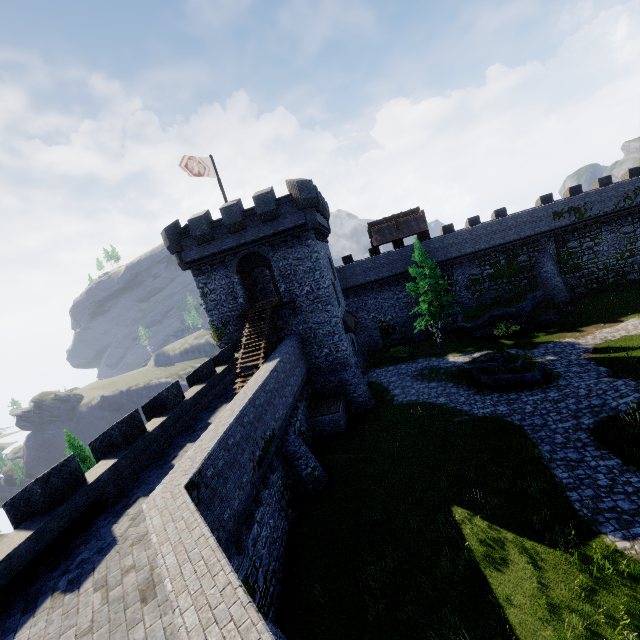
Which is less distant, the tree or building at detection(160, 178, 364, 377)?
building at detection(160, 178, 364, 377)

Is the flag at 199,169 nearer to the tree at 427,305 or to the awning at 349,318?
the awning at 349,318

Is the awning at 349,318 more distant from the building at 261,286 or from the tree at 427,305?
the tree at 427,305

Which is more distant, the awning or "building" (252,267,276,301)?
"building" (252,267,276,301)

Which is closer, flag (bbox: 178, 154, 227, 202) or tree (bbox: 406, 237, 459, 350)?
flag (bbox: 178, 154, 227, 202)

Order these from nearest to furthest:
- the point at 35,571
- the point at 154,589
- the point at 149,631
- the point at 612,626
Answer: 1. the point at 149,631
2. the point at 154,589
3. the point at 35,571
4. the point at 612,626

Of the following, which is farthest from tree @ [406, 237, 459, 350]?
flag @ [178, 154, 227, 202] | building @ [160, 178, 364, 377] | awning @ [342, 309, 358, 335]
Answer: flag @ [178, 154, 227, 202]

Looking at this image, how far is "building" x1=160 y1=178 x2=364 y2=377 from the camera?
22.2m
